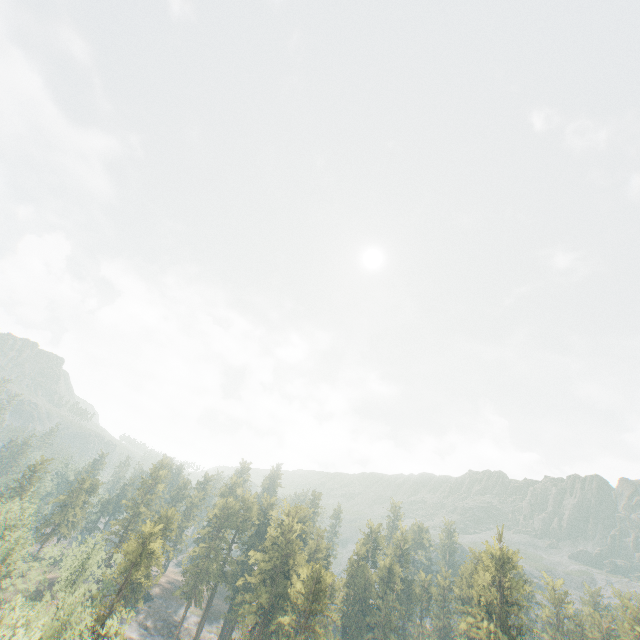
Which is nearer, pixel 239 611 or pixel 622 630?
pixel 239 611

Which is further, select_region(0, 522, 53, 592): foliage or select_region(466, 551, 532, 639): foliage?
select_region(466, 551, 532, 639): foliage

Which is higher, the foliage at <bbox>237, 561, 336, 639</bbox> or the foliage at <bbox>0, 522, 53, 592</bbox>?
the foliage at <bbox>237, 561, 336, 639</bbox>

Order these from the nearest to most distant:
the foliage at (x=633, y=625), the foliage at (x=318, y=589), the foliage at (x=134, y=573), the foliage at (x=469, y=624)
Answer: the foliage at (x=134, y=573), the foliage at (x=318, y=589), the foliage at (x=469, y=624), the foliage at (x=633, y=625)

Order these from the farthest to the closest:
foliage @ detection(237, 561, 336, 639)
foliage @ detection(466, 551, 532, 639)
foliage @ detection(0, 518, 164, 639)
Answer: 1. foliage @ detection(466, 551, 532, 639)
2. foliage @ detection(237, 561, 336, 639)
3. foliage @ detection(0, 518, 164, 639)

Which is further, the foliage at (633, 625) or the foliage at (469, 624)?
the foliage at (633, 625)
